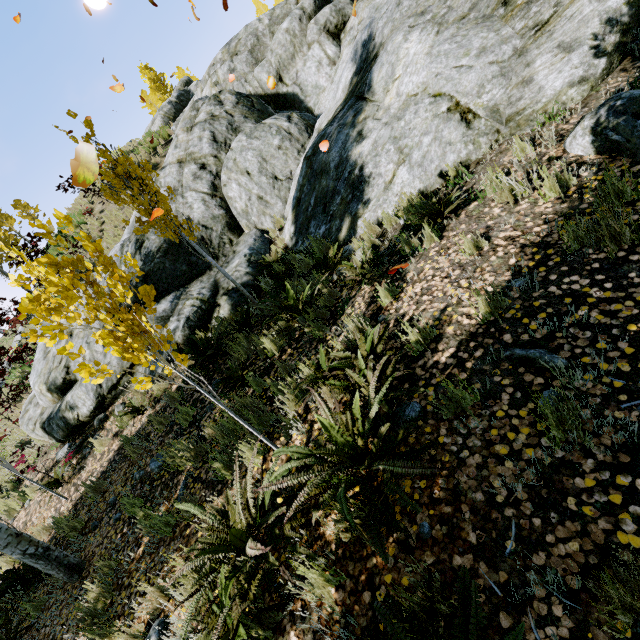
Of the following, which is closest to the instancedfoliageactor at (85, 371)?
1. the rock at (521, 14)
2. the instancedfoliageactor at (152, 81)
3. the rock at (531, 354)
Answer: the rock at (521, 14)

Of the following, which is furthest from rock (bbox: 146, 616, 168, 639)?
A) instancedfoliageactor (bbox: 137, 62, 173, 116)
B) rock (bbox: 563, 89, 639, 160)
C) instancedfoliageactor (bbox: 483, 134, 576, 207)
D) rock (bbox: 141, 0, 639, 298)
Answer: instancedfoliageactor (bbox: 137, 62, 173, 116)

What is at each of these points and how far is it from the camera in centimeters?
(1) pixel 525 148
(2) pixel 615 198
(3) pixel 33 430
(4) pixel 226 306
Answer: (1) instancedfoliageactor, 414cm
(2) instancedfoliageactor, 290cm
(3) rock, 838cm
(4) rock, 745cm

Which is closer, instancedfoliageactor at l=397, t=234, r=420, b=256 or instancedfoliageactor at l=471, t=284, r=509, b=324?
instancedfoliageactor at l=471, t=284, r=509, b=324

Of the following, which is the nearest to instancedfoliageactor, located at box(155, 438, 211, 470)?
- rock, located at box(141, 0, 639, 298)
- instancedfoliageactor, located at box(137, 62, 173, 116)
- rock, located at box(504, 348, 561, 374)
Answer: rock, located at box(141, 0, 639, 298)

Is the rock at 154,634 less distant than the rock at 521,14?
Yes

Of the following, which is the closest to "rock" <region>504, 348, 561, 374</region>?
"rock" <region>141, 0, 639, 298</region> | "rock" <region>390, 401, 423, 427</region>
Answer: "rock" <region>390, 401, 423, 427</region>
